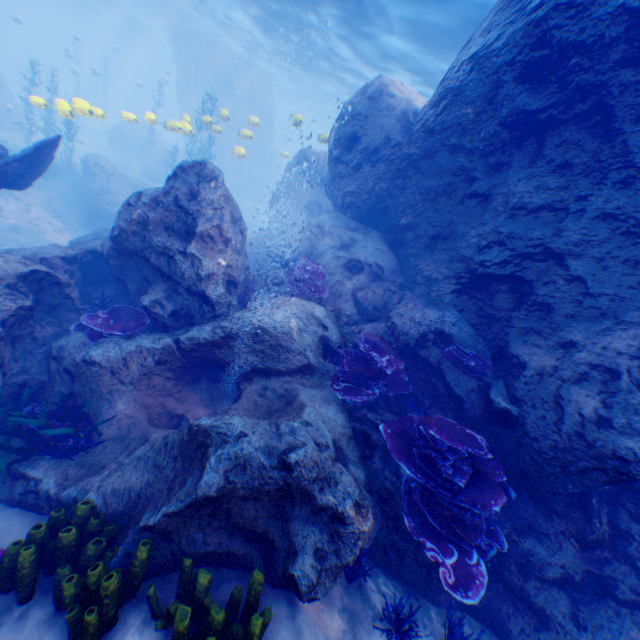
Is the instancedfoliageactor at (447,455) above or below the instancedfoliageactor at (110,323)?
above

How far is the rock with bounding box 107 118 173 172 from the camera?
31.7m

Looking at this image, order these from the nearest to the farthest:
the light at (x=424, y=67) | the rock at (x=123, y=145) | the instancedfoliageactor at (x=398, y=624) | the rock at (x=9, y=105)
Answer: the instancedfoliageactor at (x=398, y=624) → the light at (x=424, y=67) → the rock at (x=9, y=105) → the rock at (x=123, y=145)

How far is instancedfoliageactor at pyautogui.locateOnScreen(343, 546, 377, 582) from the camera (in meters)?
4.18

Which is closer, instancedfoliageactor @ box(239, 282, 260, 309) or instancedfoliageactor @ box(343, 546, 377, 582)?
instancedfoliageactor @ box(343, 546, 377, 582)

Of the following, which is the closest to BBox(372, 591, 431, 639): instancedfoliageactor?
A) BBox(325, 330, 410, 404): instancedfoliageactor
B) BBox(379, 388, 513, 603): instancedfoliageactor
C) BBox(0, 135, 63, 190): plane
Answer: BBox(0, 135, 63, 190): plane

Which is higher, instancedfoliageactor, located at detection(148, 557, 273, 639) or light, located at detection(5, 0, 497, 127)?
light, located at detection(5, 0, 497, 127)

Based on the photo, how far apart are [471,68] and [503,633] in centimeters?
960cm
